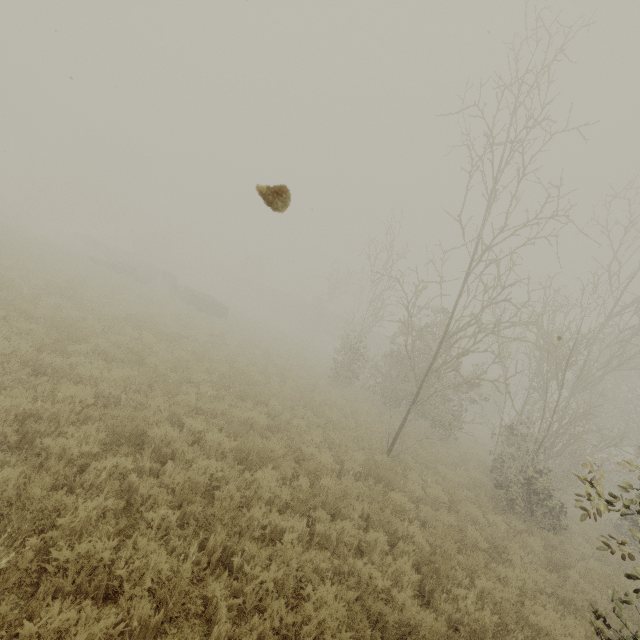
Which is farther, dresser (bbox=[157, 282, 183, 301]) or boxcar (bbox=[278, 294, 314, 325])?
boxcar (bbox=[278, 294, 314, 325])

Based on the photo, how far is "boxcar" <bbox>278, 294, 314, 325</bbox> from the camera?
55.22m

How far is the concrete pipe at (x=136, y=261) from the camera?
29.7 meters

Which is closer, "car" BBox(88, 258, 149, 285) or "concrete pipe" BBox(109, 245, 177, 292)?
"car" BBox(88, 258, 149, 285)

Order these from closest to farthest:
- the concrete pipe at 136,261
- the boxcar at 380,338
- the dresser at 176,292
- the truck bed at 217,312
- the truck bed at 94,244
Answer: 1. the truck bed at 217,312
2. the dresser at 176,292
3. the concrete pipe at 136,261
4. the truck bed at 94,244
5. the boxcar at 380,338

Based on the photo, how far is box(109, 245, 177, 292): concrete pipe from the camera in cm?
2972

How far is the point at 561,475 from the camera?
18.3 meters

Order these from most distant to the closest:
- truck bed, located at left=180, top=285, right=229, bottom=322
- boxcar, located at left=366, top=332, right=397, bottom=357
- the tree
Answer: boxcar, located at left=366, top=332, right=397, bottom=357 < truck bed, located at left=180, top=285, right=229, bottom=322 < the tree
